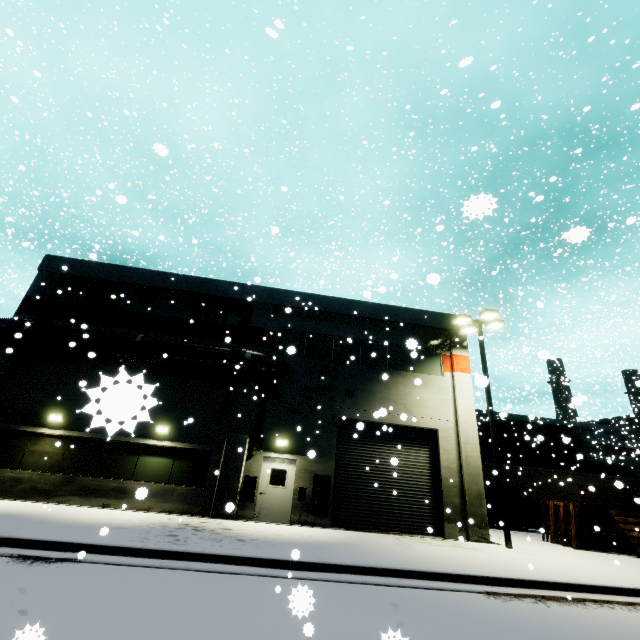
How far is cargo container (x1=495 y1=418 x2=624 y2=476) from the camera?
26.9m

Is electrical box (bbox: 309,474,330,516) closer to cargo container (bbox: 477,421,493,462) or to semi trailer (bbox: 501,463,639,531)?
semi trailer (bbox: 501,463,639,531)

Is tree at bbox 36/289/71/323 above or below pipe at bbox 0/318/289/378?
above

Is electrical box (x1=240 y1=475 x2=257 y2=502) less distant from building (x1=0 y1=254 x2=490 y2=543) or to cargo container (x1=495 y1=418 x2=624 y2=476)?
building (x1=0 y1=254 x2=490 y2=543)

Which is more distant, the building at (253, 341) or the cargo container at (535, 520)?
the cargo container at (535, 520)

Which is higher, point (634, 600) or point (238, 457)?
point (238, 457)

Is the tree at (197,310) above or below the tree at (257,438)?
above
